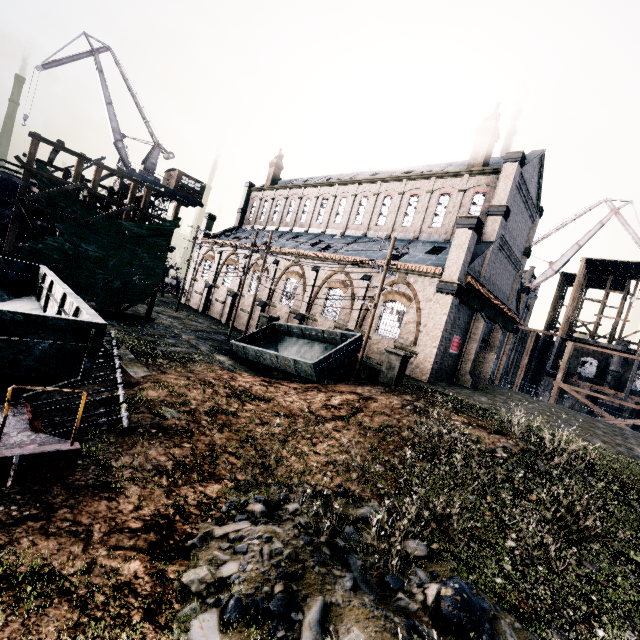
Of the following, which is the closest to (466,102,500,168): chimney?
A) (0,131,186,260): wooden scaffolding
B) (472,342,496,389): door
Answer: (472,342,496,389): door

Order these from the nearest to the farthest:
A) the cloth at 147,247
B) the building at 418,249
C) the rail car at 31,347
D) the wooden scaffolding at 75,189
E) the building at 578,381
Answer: the rail car at 31,347 → the wooden scaffolding at 75,189 → the cloth at 147,247 → the building at 418,249 → the building at 578,381

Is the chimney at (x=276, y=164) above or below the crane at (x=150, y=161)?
above

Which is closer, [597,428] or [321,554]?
[321,554]

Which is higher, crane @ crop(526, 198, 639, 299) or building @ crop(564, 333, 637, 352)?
crane @ crop(526, 198, 639, 299)

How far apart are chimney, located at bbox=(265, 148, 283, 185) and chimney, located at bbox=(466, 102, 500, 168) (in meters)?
28.48

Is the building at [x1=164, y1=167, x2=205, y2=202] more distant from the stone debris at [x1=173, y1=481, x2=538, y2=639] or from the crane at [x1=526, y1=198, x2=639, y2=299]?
the crane at [x1=526, y1=198, x2=639, y2=299]

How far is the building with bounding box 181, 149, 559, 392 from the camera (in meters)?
22.17
